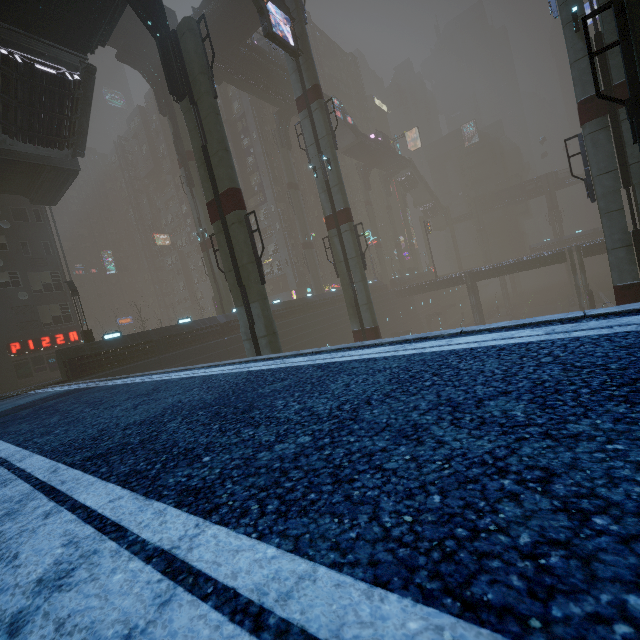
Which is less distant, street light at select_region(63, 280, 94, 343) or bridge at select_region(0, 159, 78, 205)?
bridge at select_region(0, 159, 78, 205)

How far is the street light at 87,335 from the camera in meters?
22.9 m

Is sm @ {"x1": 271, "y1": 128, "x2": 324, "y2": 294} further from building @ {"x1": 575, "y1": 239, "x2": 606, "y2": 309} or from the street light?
the street light

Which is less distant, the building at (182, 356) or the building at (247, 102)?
the building at (182, 356)

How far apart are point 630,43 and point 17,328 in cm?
3666

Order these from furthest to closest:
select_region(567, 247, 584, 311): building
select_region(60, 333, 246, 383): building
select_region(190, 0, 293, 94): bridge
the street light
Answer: select_region(567, 247, 584, 311): building → select_region(190, 0, 293, 94): bridge → the street light → select_region(60, 333, 246, 383): building

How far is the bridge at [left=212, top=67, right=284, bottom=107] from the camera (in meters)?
36.28

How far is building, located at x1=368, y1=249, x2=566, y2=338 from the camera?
45.7m
